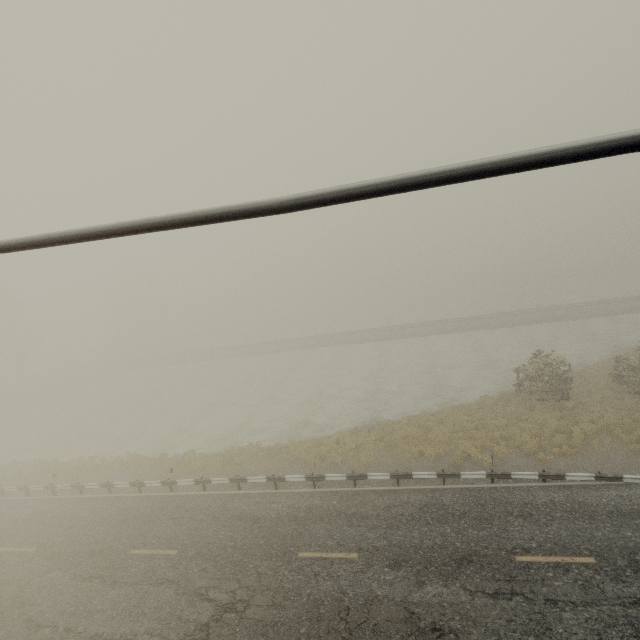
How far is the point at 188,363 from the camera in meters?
50.0 m
